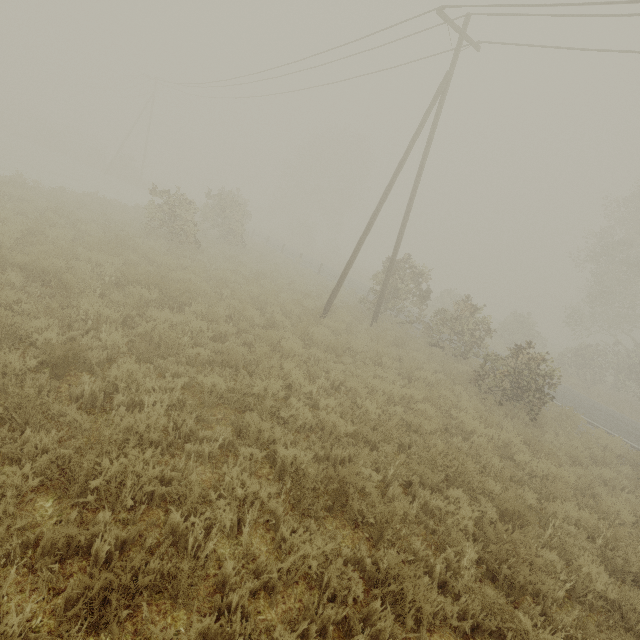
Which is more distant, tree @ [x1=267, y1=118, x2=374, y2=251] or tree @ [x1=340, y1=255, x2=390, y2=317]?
tree @ [x1=267, y1=118, x2=374, y2=251]

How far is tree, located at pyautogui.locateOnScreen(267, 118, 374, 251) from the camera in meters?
47.5

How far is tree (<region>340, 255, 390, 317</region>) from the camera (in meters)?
16.31

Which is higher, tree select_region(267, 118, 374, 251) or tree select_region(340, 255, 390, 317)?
tree select_region(340, 255, 390, 317)

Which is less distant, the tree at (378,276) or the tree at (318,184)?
the tree at (378,276)

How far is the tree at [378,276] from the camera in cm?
1631

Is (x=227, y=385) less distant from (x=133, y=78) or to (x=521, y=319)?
(x=521, y=319)
